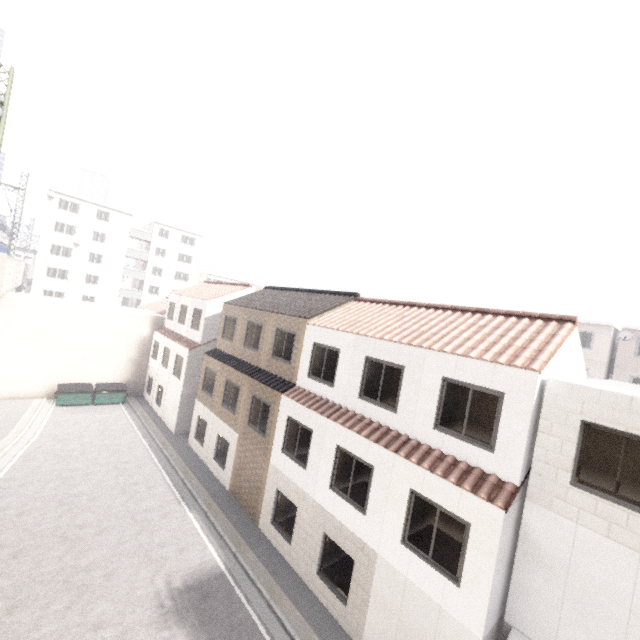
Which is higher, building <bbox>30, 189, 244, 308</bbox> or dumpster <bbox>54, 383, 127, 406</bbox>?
building <bbox>30, 189, 244, 308</bbox>

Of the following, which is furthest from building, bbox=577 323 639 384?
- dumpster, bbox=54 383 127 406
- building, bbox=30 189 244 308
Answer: building, bbox=30 189 244 308

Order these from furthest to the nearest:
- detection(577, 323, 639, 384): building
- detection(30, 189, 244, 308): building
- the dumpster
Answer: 1. detection(30, 189, 244, 308): building
2. detection(577, 323, 639, 384): building
3. the dumpster

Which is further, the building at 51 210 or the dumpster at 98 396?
the building at 51 210

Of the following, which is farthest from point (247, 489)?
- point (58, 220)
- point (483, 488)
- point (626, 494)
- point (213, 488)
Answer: point (58, 220)

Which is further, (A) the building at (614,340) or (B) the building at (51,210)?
(B) the building at (51,210)
